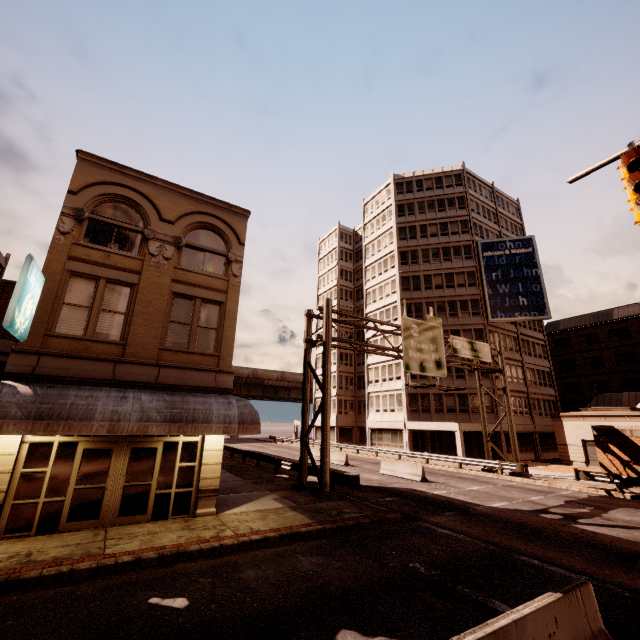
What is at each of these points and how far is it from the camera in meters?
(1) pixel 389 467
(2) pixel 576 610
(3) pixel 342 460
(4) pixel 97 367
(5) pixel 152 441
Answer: (1) barrier, 23.8 m
(2) barrier, 5.2 m
(3) barrier, 28.6 m
(4) building, 11.2 m
(5) building, 11.8 m

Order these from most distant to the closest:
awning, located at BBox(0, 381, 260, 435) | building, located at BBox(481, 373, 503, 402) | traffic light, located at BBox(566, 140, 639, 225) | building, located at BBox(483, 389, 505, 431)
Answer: building, located at BBox(481, 373, 503, 402) < building, located at BBox(483, 389, 505, 431) < awning, located at BBox(0, 381, 260, 435) < traffic light, located at BBox(566, 140, 639, 225)

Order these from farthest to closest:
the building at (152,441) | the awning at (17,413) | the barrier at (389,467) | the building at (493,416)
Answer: the building at (493,416) → the barrier at (389,467) → the building at (152,441) → the awning at (17,413)

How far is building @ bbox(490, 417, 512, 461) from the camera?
33.72m

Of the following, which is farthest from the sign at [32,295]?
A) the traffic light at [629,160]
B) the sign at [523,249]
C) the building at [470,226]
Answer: the sign at [523,249]

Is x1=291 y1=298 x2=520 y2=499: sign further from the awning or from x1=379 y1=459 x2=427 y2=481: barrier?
x1=379 y1=459 x2=427 y2=481: barrier

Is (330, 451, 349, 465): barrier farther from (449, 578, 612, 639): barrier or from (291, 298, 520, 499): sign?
(449, 578, 612, 639): barrier
